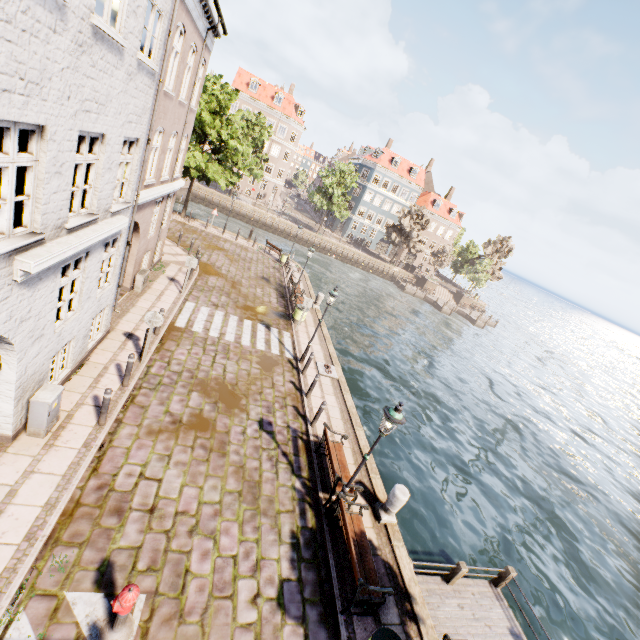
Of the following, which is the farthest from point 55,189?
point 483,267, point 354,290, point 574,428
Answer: point 483,267

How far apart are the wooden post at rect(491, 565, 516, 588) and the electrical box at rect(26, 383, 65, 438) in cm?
1351

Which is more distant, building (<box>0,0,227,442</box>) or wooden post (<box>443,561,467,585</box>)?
wooden post (<box>443,561,467,585</box>)

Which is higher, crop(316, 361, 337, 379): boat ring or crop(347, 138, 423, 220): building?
crop(347, 138, 423, 220): building

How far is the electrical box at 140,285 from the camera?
13.6m

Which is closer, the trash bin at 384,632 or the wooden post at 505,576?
the trash bin at 384,632

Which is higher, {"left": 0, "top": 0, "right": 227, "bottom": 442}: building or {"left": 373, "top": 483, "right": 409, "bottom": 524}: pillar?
{"left": 0, "top": 0, "right": 227, "bottom": 442}: building

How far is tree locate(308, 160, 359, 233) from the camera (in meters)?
45.88
